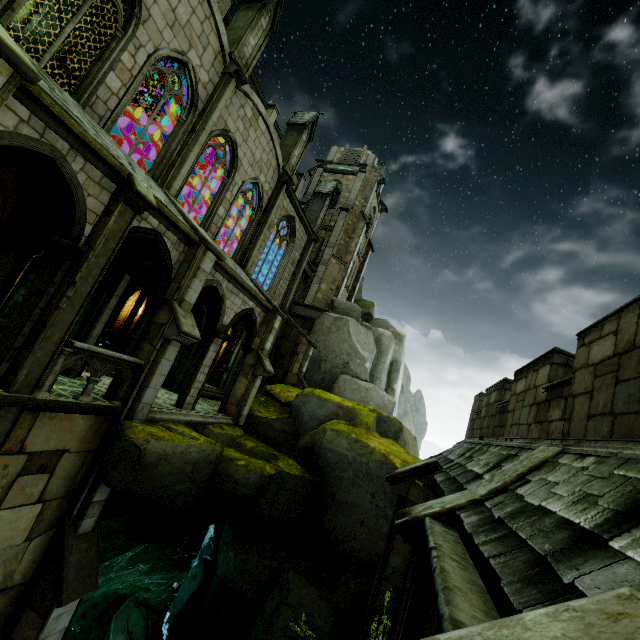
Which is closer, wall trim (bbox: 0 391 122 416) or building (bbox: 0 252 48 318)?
wall trim (bbox: 0 391 122 416)

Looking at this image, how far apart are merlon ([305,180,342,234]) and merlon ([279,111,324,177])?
4.63m

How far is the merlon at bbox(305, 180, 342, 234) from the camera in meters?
24.2 m

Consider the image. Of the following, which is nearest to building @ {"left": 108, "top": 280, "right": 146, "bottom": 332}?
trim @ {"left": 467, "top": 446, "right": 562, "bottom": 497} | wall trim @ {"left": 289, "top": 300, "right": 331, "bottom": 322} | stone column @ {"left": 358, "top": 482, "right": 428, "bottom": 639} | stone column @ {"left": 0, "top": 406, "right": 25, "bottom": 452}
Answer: stone column @ {"left": 0, "top": 406, "right": 25, "bottom": 452}

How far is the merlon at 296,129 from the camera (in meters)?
18.75

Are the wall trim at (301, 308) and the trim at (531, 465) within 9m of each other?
no

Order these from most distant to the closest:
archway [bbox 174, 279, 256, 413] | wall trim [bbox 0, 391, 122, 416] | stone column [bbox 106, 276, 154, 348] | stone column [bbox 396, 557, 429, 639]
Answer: stone column [bbox 106, 276, 154, 348] → archway [bbox 174, 279, 256, 413] → wall trim [bbox 0, 391, 122, 416] → stone column [bbox 396, 557, 429, 639]

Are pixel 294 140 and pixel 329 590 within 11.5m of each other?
no
